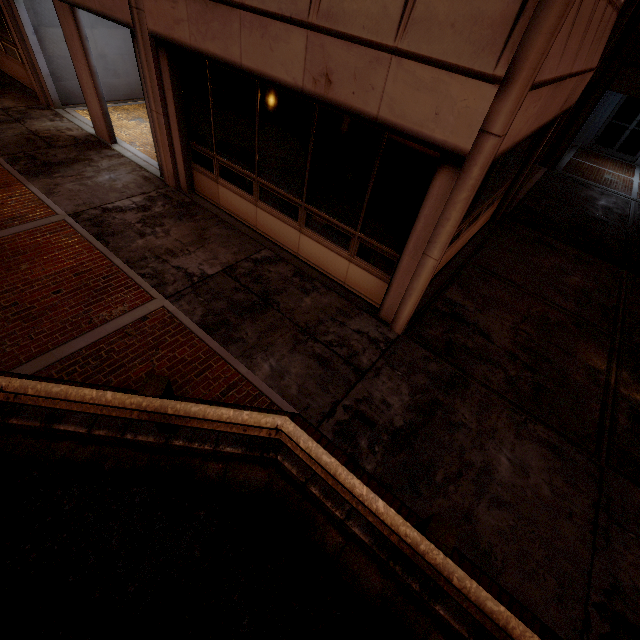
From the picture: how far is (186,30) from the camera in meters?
5.5
